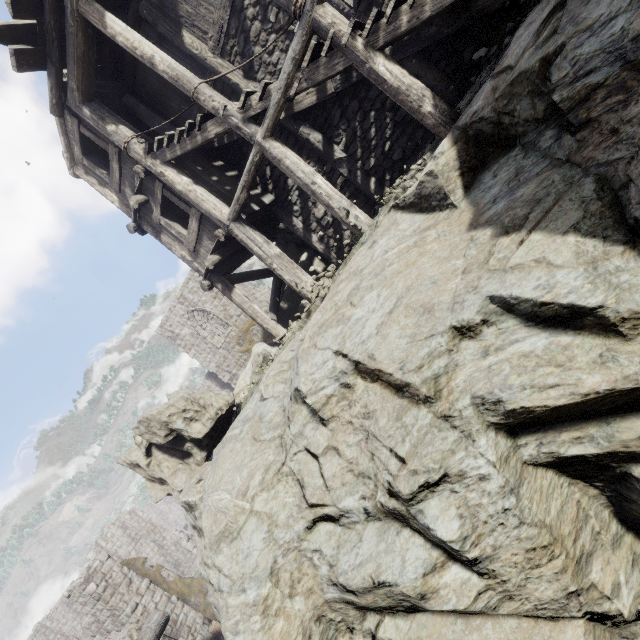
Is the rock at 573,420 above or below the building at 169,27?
below

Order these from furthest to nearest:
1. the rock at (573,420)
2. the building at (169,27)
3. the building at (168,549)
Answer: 1. the building at (168,549)
2. the building at (169,27)
3. the rock at (573,420)

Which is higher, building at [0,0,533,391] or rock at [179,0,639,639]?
building at [0,0,533,391]

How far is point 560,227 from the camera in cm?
293

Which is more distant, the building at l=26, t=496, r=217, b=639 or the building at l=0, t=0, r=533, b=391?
the building at l=26, t=496, r=217, b=639

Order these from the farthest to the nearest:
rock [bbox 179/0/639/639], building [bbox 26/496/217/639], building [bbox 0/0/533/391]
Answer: building [bbox 26/496/217/639], building [bbox 0/0/533/391], rock [bbox 179/0/639/639]

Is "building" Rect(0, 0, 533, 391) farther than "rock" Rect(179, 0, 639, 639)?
Yes
